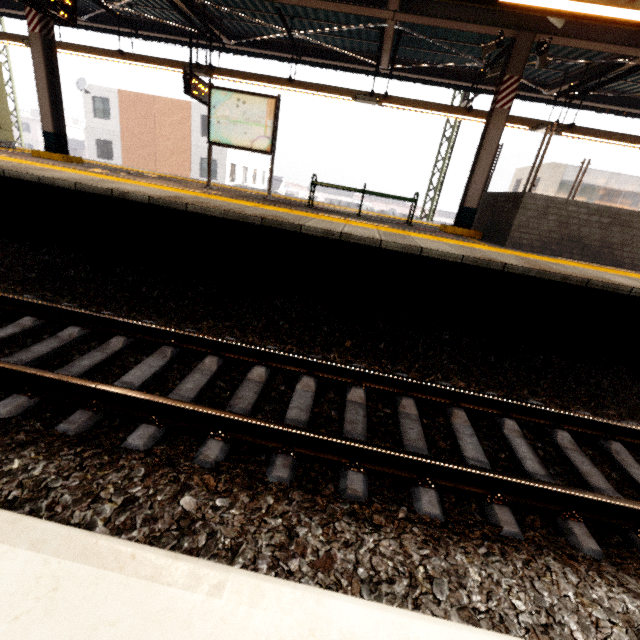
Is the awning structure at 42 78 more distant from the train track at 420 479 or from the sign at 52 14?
the train track at 420 479

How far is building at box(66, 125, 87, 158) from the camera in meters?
50.5

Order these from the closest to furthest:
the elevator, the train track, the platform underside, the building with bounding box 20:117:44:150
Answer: the train track → the platform underside → the elevator → the building with bounding box 20:117:44:150

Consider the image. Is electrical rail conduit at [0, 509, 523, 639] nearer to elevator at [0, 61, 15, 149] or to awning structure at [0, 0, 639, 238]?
awning structure at [0, 0, 639, 238]

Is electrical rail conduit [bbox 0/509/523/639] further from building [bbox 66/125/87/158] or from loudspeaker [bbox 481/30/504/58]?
building [bbox 66/125/87/158]

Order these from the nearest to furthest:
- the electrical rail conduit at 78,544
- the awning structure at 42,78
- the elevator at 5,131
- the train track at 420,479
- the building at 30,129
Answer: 1. the electrical rail conduit at 78,544
2. the train track at 420,479
3. the awning structure at 42,78
4. the elevator at 5,131
5. the building at 30,129

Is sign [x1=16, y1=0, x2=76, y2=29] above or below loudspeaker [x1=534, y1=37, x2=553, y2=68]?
below

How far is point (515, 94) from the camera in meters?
6.1
